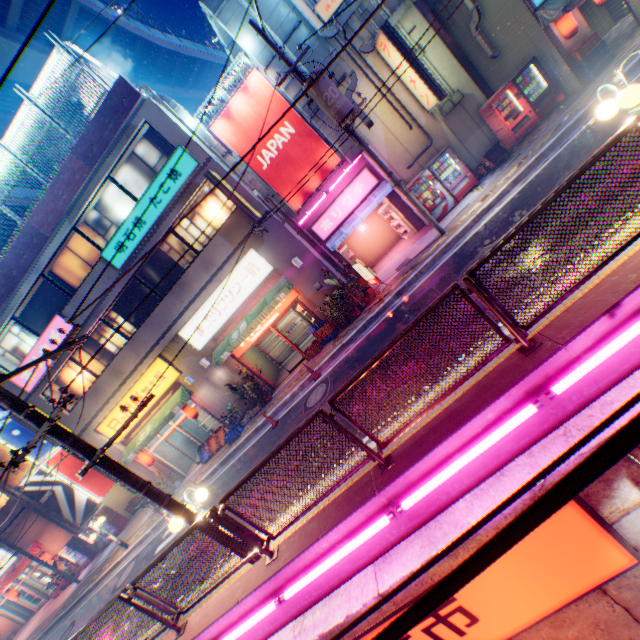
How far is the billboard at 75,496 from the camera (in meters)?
20.70

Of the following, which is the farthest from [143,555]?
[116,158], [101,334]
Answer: [116,158]

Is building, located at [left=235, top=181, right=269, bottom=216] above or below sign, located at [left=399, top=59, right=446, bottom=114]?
above

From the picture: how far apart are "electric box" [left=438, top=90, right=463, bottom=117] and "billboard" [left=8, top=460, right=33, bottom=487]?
29.9m

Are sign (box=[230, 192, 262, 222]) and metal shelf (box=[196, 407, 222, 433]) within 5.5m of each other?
no

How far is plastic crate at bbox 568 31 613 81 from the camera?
11.5 meters

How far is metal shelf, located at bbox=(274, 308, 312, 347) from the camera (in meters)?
18.00

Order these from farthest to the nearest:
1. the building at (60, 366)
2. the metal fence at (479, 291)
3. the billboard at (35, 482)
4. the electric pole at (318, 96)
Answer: the billboard at (35, 482), the building at (60, 366), the electric pole at (318, 96), the metal fence at (479, 291)
